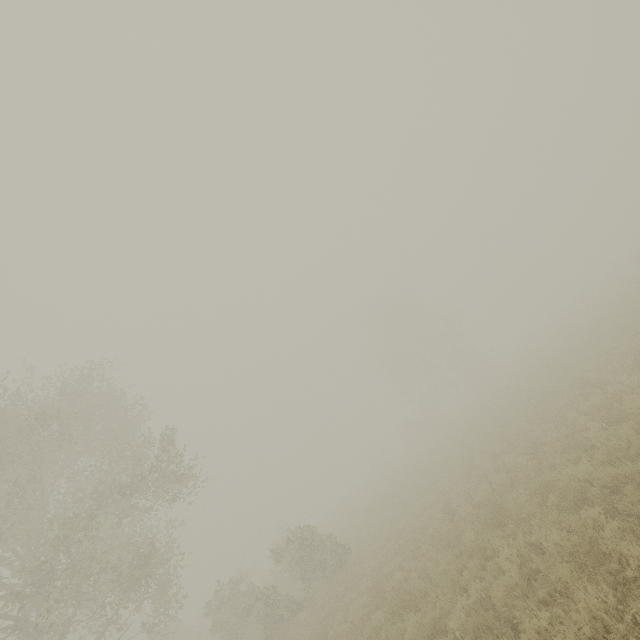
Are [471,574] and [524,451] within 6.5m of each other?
yes
